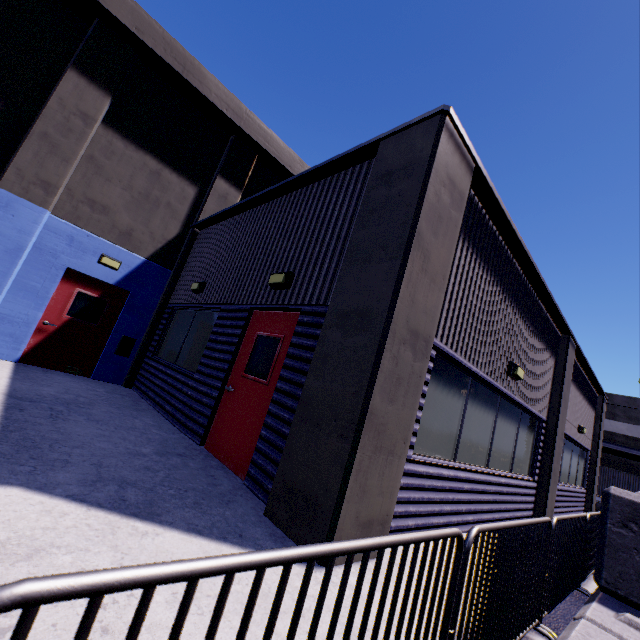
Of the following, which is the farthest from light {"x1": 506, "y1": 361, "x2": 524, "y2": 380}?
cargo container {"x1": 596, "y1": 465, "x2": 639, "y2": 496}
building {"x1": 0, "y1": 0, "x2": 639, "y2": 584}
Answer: cargo container {"x1": 596, "y1": 465, "x2": 639, "y2": 496}

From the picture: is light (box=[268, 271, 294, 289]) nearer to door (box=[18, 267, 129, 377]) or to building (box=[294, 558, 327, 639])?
building (box=[294, 558, 327, 639])

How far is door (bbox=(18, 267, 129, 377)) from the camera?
7.79m

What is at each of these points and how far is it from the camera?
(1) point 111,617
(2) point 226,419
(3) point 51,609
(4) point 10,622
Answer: (1) building, 1.7m
(2) door, 5.2m
(3) building, 1.6m
(4) building, 1.5m

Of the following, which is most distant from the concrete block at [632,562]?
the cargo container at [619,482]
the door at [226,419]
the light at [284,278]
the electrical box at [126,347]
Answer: the electrical box at [126,347]

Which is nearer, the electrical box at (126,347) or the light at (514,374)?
the light at (514,374)

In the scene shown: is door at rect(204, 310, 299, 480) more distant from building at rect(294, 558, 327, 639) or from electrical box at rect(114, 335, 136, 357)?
electrical box at rect(114, 335, 136, 357)

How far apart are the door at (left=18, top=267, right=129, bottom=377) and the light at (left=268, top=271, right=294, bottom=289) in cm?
575
